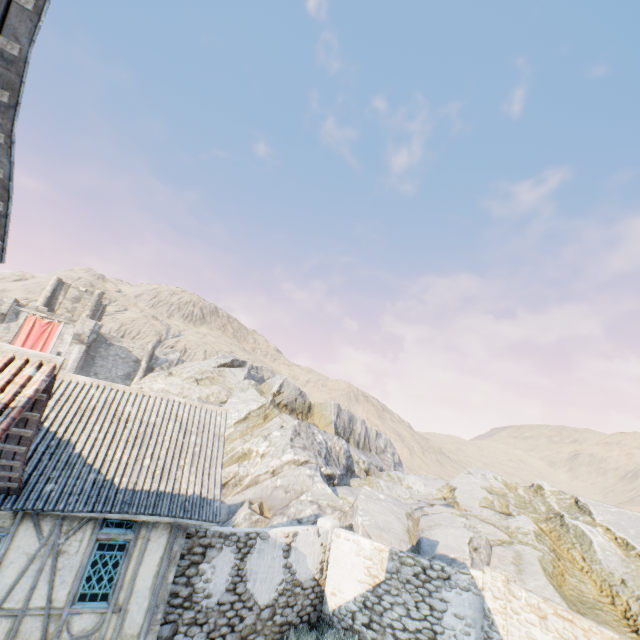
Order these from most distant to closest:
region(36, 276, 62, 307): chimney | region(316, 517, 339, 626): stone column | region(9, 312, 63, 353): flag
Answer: region(36, 276, 62, 307): chimney, region(9, 312, 63, 353): flag, region(316, 517, 339, 626): stone column

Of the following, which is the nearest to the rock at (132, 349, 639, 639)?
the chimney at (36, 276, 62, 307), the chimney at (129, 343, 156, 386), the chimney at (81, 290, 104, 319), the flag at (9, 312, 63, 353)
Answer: the chimney at (129, 343, 156, 386)

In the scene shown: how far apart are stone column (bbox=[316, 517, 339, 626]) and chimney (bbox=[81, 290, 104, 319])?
41.0m

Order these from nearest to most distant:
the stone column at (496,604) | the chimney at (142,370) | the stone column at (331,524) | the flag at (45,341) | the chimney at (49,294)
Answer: the stone column at (496,604), the stone column at (331,524), the flag at (45,341), the chimney at (49,294), the chimney at (142,370)

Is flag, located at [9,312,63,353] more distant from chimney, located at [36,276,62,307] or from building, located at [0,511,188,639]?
building, located at [0,511,188,639]

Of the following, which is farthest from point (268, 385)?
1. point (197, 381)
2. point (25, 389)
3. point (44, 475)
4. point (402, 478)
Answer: point (25, 389)

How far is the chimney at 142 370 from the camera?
39.7m

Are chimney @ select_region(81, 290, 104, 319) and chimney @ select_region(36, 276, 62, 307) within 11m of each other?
yes
